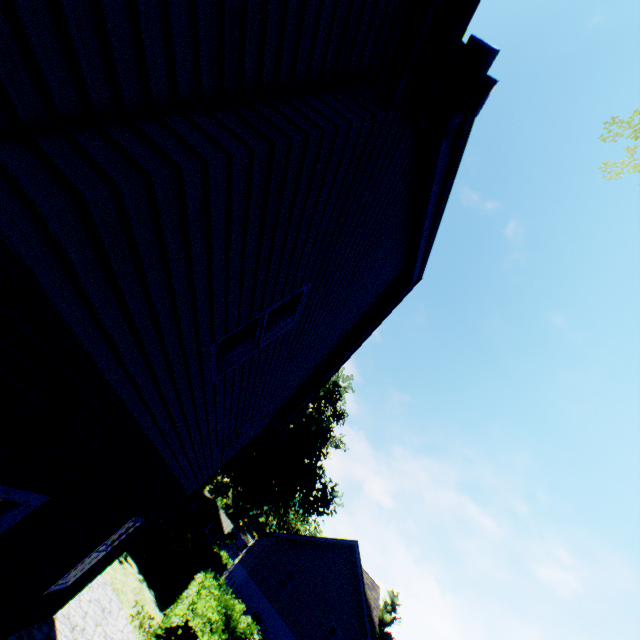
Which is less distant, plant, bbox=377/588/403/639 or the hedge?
the hedge

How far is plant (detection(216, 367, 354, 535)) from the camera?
34.75m

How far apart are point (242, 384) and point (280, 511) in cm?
5231

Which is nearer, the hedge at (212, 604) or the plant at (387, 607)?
the hedge at (212, 604)

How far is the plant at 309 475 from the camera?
34.75m

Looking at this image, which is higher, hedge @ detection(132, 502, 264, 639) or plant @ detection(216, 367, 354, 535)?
plant @ detection(216, 367, 354, 535)

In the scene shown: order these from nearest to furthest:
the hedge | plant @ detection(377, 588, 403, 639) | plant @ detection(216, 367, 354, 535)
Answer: the hedge
plant @ detection(216, 367, 354, 535)
plant @ detection(377, 588, 403, 639)

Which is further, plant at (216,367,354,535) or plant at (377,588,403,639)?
plant at (377,588,403,639)
